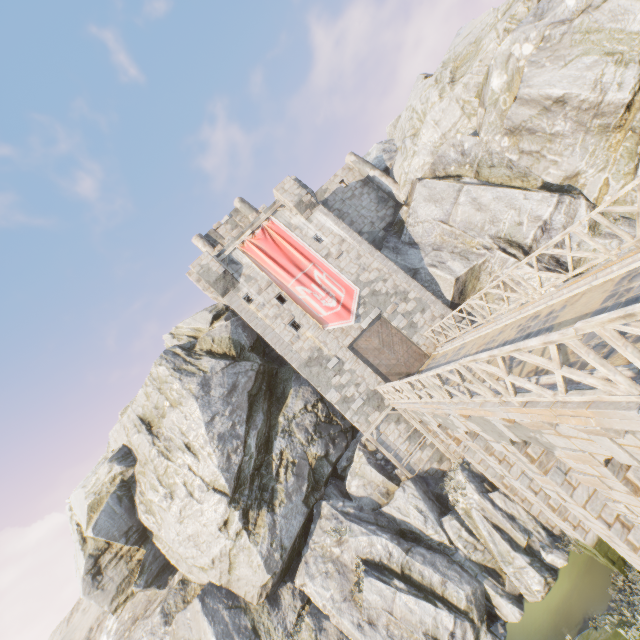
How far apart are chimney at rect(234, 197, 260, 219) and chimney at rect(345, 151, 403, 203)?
7.3 meters

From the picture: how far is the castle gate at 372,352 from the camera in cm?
1891

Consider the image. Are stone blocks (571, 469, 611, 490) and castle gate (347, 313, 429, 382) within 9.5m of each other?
no

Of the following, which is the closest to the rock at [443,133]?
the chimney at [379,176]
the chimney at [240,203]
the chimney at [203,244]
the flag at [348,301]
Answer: the chimney at [379,176]

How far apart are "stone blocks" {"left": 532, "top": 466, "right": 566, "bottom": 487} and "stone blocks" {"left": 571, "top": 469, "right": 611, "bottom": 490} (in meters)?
1.77

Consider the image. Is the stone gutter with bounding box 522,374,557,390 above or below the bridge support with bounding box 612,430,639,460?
above

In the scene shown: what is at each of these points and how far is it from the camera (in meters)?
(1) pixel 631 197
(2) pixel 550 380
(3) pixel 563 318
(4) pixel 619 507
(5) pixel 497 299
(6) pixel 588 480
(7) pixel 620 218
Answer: (1) rock, 15.45
(2) stone gutter, 5.62
(3) bridge support, 7.25
(4) stone blocks, 6.39
(5) rock, 19.05
(6) stone blocks, 6.54
(7) rock, 16.03

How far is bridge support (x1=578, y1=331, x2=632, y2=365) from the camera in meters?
4.5
